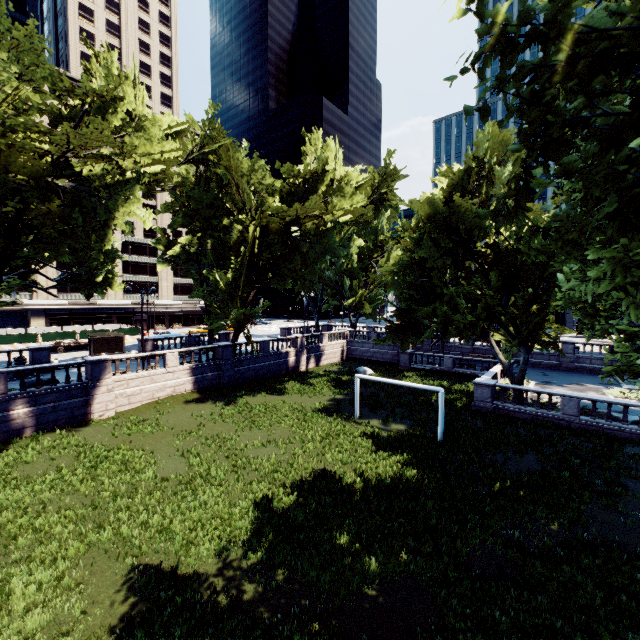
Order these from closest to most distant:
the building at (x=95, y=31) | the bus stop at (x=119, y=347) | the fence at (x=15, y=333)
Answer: the bus stop at (x=119, y=347) → the fence at (x=15, y=333) → the building at (x=95, y=31)

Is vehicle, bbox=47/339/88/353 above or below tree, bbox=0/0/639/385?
below

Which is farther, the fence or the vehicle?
the fence

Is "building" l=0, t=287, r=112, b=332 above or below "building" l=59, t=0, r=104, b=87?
below

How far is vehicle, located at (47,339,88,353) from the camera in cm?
3709

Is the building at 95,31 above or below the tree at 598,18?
above

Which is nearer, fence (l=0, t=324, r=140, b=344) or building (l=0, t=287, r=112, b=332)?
fence (l=0, t=324, r=140, b=344)

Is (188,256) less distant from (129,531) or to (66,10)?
(129,531)
